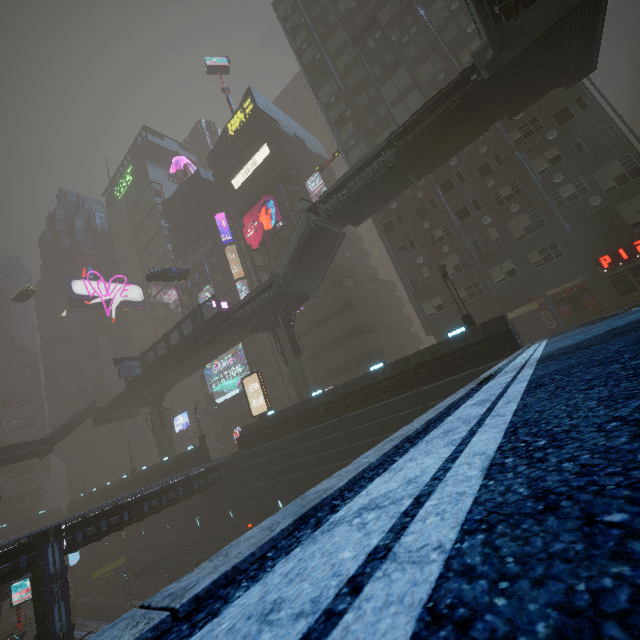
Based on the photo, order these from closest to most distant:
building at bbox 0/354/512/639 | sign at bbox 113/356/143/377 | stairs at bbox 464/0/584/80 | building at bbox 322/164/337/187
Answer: stairs at bbox 464/0/584/80, building at bbox 0/354/512/639, sign at bbox 113/356/143/377, building at bbox 322/164/337/187

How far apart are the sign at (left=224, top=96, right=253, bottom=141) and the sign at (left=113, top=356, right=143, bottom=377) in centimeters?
3267cm

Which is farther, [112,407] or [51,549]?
[112,407]

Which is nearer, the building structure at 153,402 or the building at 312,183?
the building structure at 153,402

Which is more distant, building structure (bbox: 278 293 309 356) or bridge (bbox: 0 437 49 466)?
bridge (bbox: 0 437 49 466)

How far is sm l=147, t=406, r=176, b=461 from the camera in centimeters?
4219cm

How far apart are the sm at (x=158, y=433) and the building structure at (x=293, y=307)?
25.74m

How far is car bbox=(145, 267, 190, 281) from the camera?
33.8m
